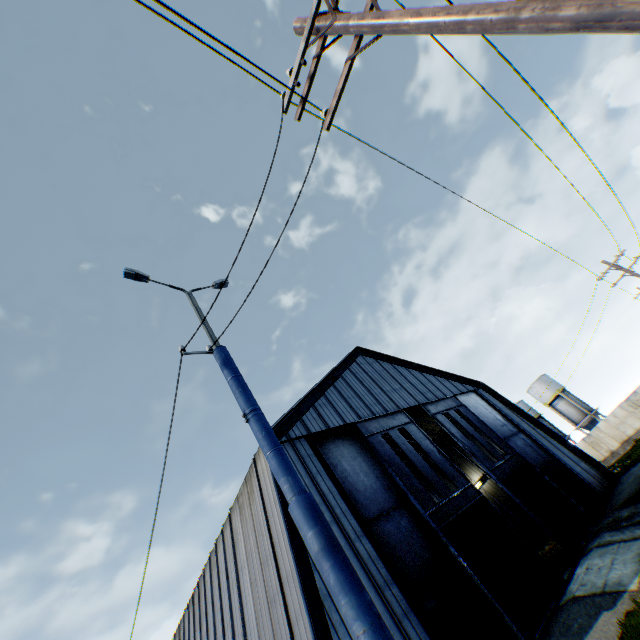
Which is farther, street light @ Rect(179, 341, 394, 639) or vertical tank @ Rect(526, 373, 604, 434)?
vertical tank @ Rect(526, 373, 604, 434)

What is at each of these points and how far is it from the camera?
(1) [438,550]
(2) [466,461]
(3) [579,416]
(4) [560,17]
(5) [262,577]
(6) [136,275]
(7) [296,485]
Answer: (1) hanging door, 13.91m
(2) building, 31.03m
(3) vertical tank, 46.16m
(4) street light, 2.37m
(5) building, 12.45m
(6) street light, 6.21m
(7) street light, 3.58m

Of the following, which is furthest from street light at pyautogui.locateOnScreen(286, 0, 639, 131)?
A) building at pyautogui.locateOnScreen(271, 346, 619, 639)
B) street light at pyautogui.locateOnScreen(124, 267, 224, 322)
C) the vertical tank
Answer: the vertical tank

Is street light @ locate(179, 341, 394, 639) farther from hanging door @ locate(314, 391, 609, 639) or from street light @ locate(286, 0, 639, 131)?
hanging door @ locate(314, 391, 609, 639)

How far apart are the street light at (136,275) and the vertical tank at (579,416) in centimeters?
5625cm

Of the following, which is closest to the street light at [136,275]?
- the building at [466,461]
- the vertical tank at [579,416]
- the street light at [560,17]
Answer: the street light at [560,17]

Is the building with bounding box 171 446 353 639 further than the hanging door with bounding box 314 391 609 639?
No

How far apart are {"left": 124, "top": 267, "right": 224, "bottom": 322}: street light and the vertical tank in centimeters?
5625cm
